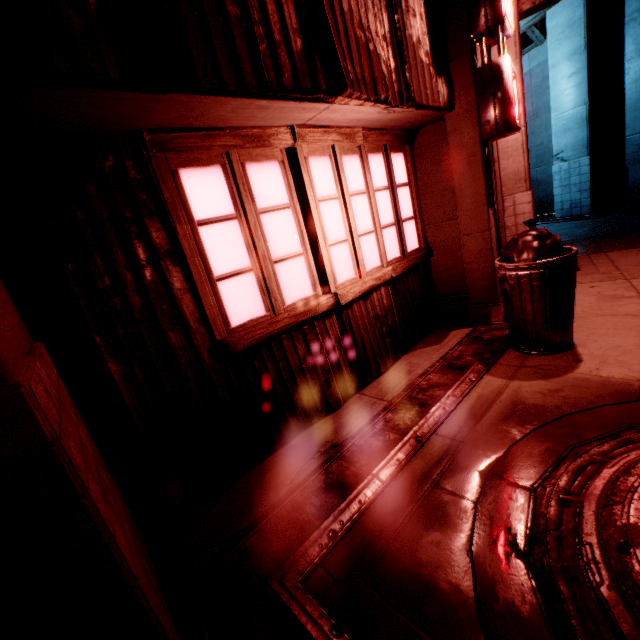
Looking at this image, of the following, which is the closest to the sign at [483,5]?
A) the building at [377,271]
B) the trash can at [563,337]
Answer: the building at [377,271]

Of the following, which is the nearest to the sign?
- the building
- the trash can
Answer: the building

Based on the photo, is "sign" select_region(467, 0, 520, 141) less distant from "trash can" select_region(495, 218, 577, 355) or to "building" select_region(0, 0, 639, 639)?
"building" select_region(0, 0, 639, 639)

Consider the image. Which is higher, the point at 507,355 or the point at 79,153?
the point at 79,153

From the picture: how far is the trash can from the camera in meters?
3.1
